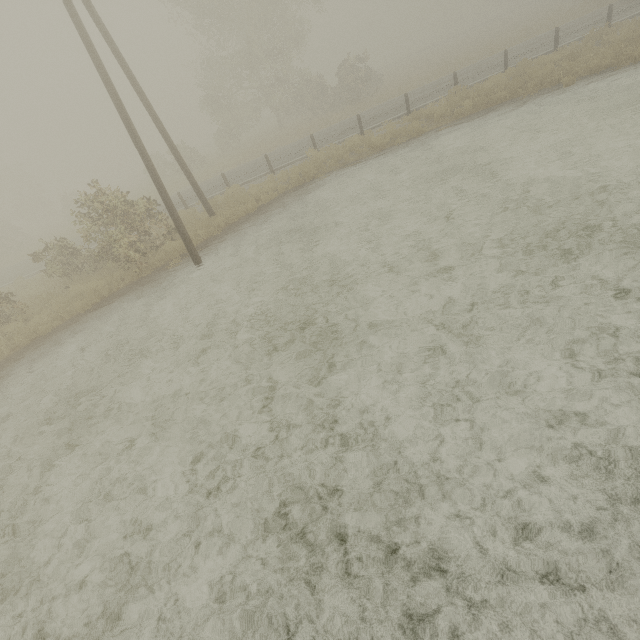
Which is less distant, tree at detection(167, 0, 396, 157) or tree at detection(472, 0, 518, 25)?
tree at detection(167, 0, 396, 157)

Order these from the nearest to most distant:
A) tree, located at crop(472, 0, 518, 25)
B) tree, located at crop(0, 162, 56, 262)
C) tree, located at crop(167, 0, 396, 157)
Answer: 1. tree, located at crop(167, 0, 396, 157)
2. tree, located at crop(0, 162, 56, 262)
3. tree, located at crop(472, 0, 518, 25)

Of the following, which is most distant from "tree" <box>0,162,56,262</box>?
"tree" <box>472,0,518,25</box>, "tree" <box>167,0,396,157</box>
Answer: "tree" <box>472,0,518,25</box>

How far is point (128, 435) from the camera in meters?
5.7 m

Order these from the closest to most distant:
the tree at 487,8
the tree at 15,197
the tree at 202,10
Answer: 1. the tree at 202,10
2. the tree at 15,197
3. the tree at 487,8

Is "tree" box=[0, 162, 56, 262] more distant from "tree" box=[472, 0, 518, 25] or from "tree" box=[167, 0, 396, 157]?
"tree" box=[472, 0, 518, 25]

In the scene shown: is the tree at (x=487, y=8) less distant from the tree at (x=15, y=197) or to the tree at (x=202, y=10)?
the tree at (x=202, y=10)
